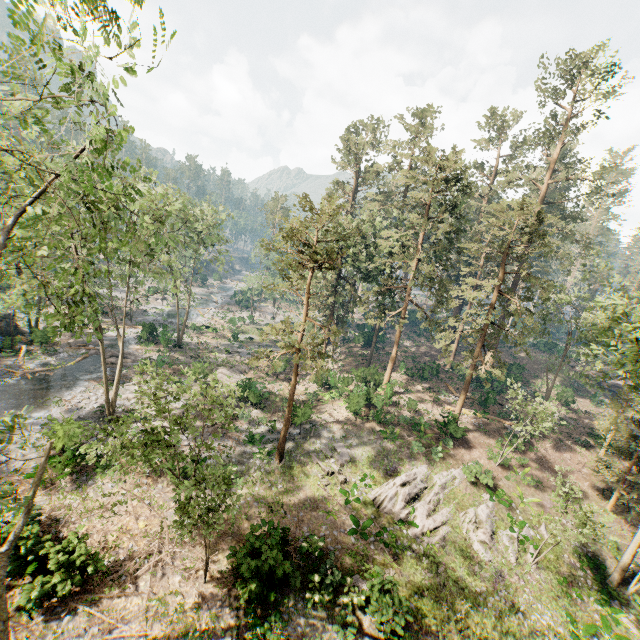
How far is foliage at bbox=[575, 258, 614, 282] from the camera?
29.2m

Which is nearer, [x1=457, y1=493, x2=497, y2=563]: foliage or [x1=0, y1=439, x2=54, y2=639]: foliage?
[x1=0, y1=439, x2=54, y2=639]: foliage

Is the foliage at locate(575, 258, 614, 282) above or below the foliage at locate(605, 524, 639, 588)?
above

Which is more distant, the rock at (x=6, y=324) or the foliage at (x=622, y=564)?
the rock at (x=6, y=324)

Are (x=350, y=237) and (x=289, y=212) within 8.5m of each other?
yes

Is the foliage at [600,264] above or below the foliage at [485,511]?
above
